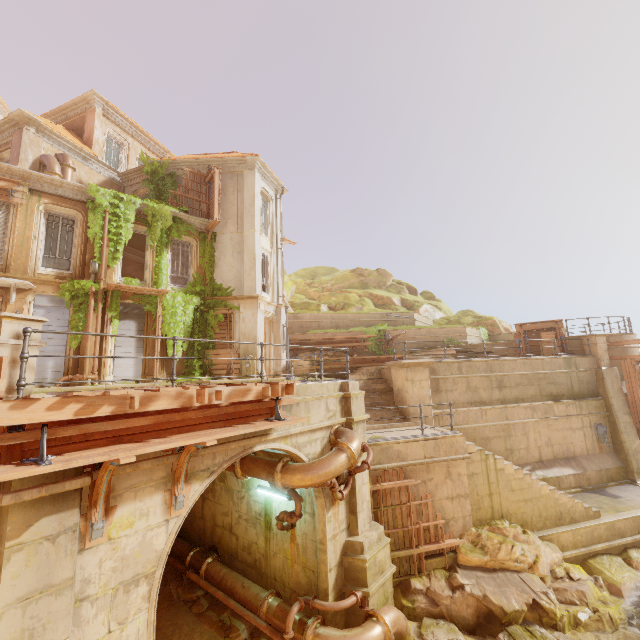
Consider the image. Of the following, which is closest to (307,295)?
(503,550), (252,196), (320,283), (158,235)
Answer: (320,283)

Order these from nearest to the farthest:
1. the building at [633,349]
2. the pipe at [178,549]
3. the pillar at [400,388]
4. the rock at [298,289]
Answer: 1. the pipe at [178,549]
2. the pillar at [400,388]
3. the building at [633,349]
4. the rock at [298,289]

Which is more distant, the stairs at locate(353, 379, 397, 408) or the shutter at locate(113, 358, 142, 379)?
the shutter at locate(113, 358, 142, 379)

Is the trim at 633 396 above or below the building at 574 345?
below

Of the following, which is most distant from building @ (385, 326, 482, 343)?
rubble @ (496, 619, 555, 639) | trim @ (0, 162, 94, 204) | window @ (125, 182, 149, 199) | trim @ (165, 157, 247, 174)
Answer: trim @ (165, 157, 247, 174)

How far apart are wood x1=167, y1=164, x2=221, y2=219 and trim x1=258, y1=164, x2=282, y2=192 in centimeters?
228cm

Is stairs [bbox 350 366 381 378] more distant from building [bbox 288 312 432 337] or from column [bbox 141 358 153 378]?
column [bbox 141 358 153 378]

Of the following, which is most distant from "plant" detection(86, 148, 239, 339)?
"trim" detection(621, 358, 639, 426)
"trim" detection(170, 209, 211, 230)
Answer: "trim" detection(621, 358, 639, 426)
